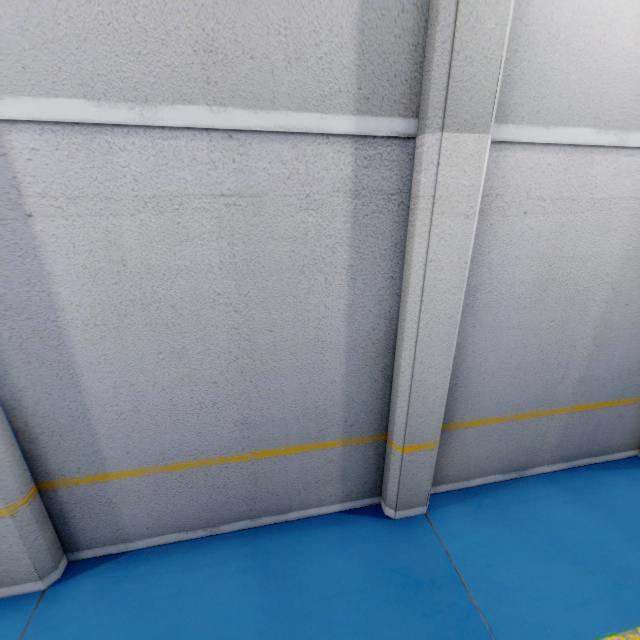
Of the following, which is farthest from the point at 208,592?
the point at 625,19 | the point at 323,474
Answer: the point at 625,19
